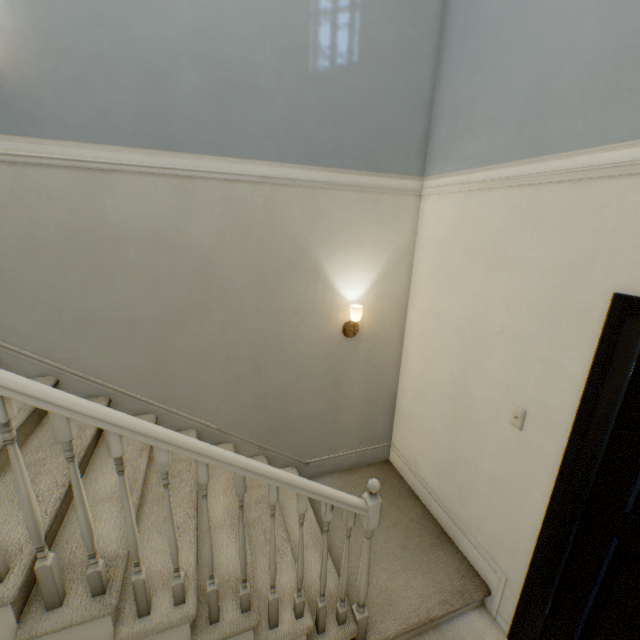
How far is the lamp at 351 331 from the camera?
2.4m

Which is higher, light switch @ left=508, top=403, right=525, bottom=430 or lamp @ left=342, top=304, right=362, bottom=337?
lamp @ left=342, top=304, right=362, bottom=337

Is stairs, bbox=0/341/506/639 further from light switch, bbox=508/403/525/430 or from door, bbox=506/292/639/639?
light switch, bbox=508/403/525/430

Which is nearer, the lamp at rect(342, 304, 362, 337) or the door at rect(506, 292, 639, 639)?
Result: the door at rect(506, 292, 639, 639)

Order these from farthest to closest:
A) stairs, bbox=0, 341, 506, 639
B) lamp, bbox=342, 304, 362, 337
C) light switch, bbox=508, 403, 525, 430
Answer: lamp, bbox=342, 304, 362, 337
light switch, bbox=508, 403, 525, 430
stairs, bbox=0, 341, 506, 639

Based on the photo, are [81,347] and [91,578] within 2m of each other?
yes

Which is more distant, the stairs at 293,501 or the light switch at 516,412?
the light switch at 516,412
